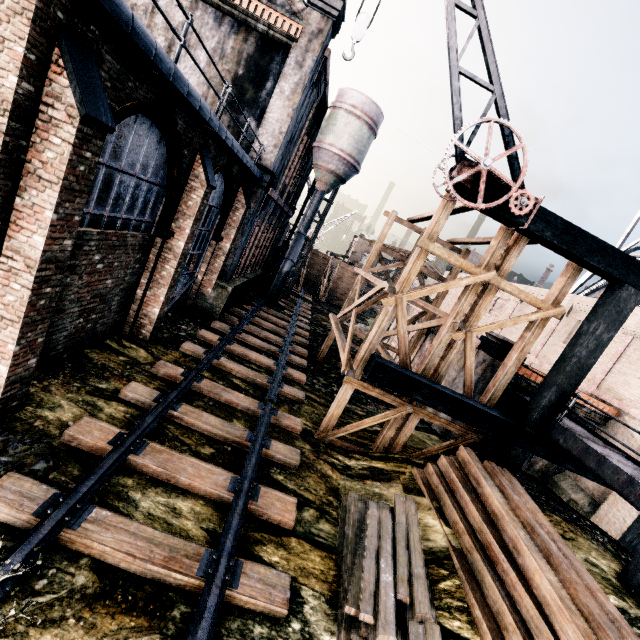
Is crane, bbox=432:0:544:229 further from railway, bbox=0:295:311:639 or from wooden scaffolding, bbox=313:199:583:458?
railway, bbox=0:295:311:639

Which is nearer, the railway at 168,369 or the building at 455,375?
the railway at 168,369

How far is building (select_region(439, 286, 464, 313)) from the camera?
33.38m

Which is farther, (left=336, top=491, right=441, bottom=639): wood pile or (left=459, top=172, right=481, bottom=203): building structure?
(left=459, top=172, right=481, bottom=203): building structure

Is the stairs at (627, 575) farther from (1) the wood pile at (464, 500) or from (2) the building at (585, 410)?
(1) the wood pile at (464, 500)

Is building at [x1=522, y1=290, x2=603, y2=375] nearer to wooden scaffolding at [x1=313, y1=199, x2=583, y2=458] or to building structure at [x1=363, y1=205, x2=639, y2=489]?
building structure at [x1=363, y1=205, x2=639, y2=489]

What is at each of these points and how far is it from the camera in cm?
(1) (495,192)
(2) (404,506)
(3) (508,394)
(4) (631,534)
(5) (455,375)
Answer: (1) building structure, 889
(2) wood pile, 875
(3) stairs, 1251
(4) building structure, 1183
(5) building, 1588

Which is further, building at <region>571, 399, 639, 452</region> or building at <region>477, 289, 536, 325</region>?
building at <region>477, 289, 536, 325</region>
